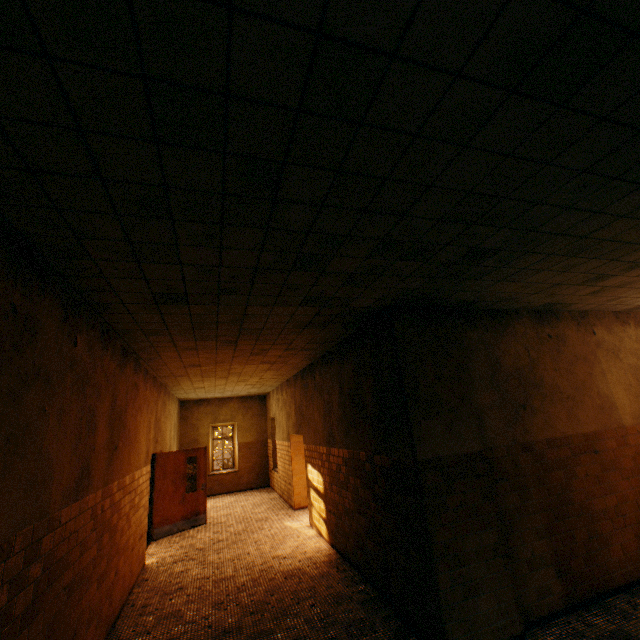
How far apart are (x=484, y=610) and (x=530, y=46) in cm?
502

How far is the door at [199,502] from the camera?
8.49m

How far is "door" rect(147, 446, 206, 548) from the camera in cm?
849
